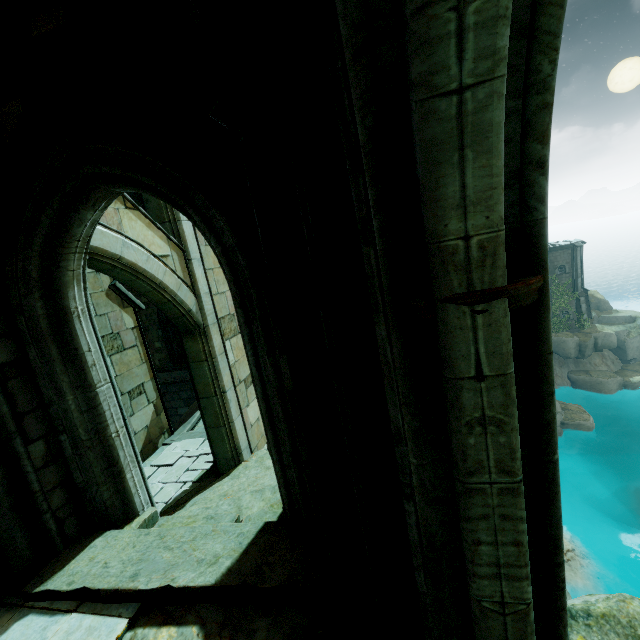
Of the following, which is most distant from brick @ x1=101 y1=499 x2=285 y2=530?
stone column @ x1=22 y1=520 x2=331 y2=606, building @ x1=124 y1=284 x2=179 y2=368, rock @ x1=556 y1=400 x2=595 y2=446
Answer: rock @ x1=556 y1=400 x2=595 y2=446

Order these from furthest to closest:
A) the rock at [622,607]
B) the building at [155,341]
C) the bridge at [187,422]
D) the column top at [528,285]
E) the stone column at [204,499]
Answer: the building at [155,341] → the bridge at [187,422] → the stone column at [204,499] → the rock at [622,607] → the column top at [528,285]

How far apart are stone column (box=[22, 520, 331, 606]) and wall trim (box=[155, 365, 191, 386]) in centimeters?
1754cm

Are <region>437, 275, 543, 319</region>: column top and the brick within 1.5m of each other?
no

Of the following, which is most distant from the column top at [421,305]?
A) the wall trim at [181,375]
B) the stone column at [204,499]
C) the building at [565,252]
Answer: the building at [565,252]

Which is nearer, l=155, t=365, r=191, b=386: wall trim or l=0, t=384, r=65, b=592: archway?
l=0, t=384, r=65, b=592: archway

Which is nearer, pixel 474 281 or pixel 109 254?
pixel 474 281

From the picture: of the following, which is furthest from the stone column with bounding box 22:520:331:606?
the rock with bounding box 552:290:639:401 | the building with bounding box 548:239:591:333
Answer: the building with bounding box 548:239:591:333
